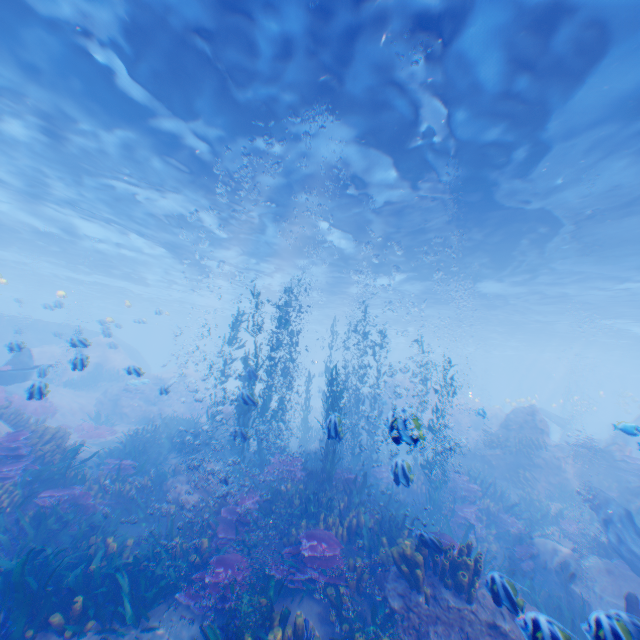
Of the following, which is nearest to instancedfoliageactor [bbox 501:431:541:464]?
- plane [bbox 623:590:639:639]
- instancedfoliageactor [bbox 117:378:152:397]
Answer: plane [bbox 623:590:639:639]

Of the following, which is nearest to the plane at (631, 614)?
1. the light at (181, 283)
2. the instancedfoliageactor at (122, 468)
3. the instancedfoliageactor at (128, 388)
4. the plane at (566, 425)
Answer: the instancedfoliageactor at (122, 468)

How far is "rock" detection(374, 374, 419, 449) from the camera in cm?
491

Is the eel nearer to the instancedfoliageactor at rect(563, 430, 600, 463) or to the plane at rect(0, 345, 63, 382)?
the instancedfoliageactor at rect(563, 430, 600, 463)

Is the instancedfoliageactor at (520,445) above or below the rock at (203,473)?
above

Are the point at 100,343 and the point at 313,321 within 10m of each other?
no

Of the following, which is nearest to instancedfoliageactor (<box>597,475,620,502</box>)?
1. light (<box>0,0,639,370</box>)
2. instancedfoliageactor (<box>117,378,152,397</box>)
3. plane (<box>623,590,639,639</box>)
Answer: plane (<box>623,590,639,639</box>)

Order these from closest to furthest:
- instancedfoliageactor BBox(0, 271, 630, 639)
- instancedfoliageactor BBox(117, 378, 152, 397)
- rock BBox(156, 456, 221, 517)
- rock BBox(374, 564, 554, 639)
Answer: rock BBox(374, 564, 554, 639)
instancedfoliageactor BBox(0, 271, 630, 639)
rock BBox(156, 456, 221, 517)
instancedfoliageactor BBox(117, 378, 152, 397)
